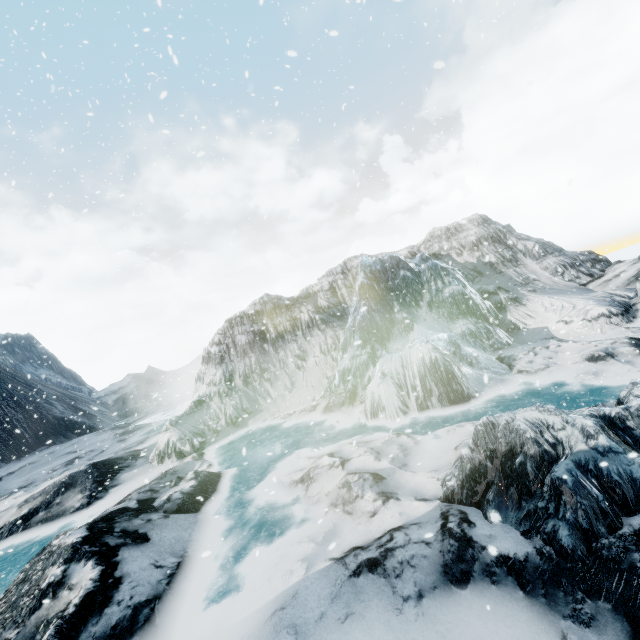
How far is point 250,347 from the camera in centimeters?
1562cm
